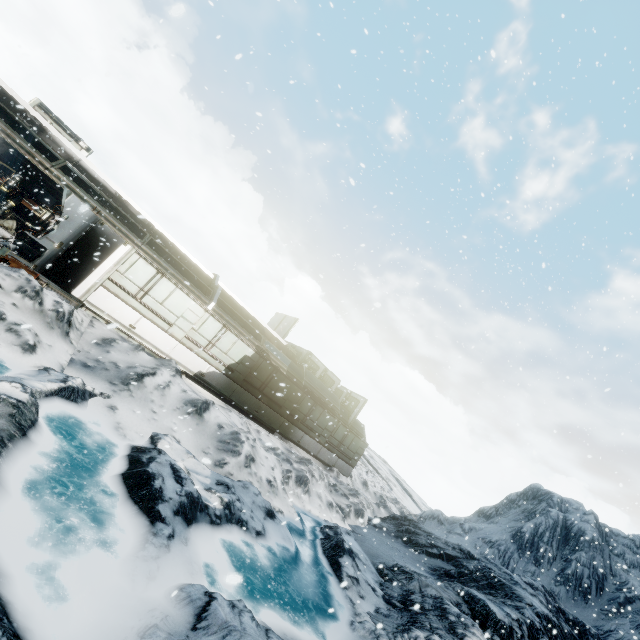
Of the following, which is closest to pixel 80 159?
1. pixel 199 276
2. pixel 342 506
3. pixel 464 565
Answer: pixel 199 276
